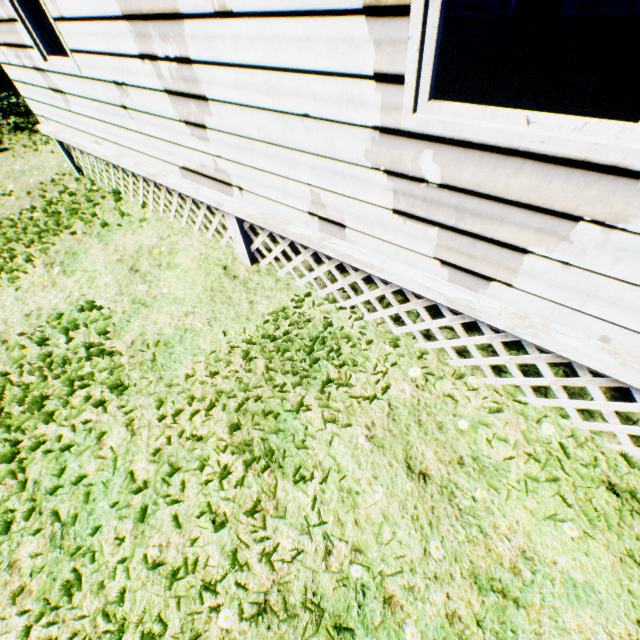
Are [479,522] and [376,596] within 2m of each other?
yes
